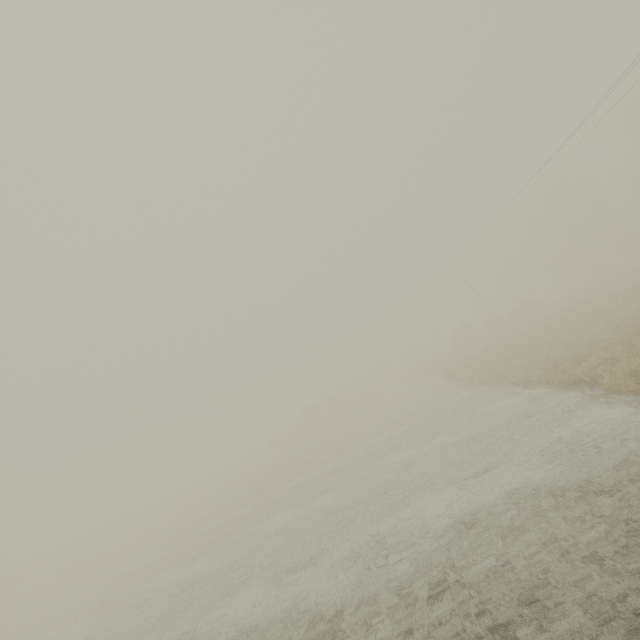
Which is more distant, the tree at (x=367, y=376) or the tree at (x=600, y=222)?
the tree at (x=367, y=376)

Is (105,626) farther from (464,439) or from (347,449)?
(464,439)

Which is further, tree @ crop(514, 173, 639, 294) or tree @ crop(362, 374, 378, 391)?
tree @ crop(362, 374, 378, 391)

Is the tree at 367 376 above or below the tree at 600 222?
below

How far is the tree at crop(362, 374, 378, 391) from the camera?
55.24m

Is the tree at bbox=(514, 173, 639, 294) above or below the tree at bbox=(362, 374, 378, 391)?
above
